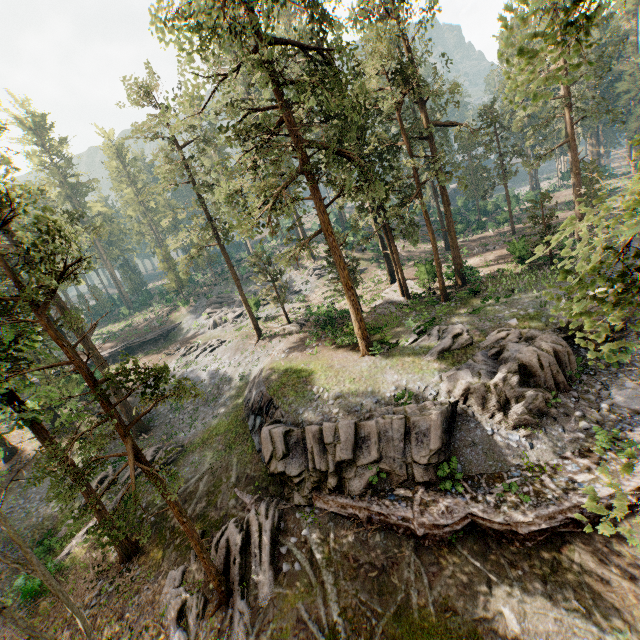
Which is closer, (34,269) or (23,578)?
(34,269)

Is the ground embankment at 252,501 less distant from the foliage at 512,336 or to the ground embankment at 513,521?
the foliage at 512,336

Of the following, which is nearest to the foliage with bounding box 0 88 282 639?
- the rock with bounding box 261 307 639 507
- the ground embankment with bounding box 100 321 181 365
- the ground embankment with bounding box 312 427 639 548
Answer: the rock with bounding box 261 307 639 507

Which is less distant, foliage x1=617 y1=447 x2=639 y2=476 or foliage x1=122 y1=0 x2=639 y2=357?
foliage x1=617 y1=447 x2=639 y2=476

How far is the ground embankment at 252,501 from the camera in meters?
17.8 m

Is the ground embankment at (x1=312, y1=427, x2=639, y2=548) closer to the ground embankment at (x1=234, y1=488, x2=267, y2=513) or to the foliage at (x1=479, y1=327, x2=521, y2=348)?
the ground embankment at (x1=234, y1=488, x2=267, y2=513)

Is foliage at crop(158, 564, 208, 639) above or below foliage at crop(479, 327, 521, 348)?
below
